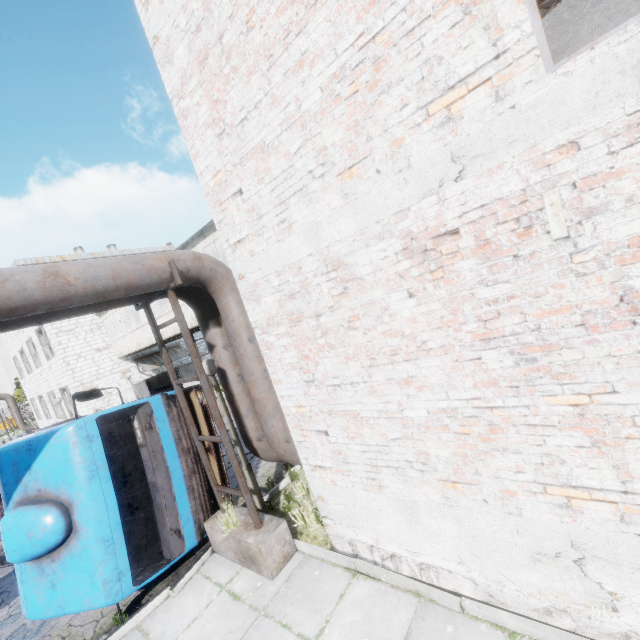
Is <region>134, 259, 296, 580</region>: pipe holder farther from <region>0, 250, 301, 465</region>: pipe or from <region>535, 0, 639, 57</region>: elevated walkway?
<region>535, 0, 639, 57</region>: elevated walkway

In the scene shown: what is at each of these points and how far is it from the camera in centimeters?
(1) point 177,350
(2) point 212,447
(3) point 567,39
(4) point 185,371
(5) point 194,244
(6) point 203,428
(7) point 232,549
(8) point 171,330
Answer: (1) awning, 2256cm
(2) truck, 703cm
(3) elevated walkway, 795cm
(4) door, 2300cm
(5) building, 1208cm
(6) truck, 709cm
(7) pipe holder, 551cm
(8) building, 1497cm

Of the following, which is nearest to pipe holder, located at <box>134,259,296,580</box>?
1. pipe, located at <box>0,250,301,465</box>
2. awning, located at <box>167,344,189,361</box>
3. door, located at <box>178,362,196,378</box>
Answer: pipe, located at <box>0,250,301,465</box>

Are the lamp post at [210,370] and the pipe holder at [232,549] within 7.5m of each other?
yes

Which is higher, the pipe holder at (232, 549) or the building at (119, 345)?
the building at (119, 345)

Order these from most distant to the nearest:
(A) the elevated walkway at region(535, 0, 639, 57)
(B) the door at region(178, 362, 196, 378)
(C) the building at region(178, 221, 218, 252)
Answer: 1. (B) the door at region(178, 362, 196, 378)
2. (C) the building at region(178, 221, 218, 252)
3. (A) the elevated walkway at region(535, 0, 639, 57)

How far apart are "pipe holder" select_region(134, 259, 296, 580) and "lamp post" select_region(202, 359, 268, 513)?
0.2m

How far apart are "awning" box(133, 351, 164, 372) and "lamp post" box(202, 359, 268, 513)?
16.6m
